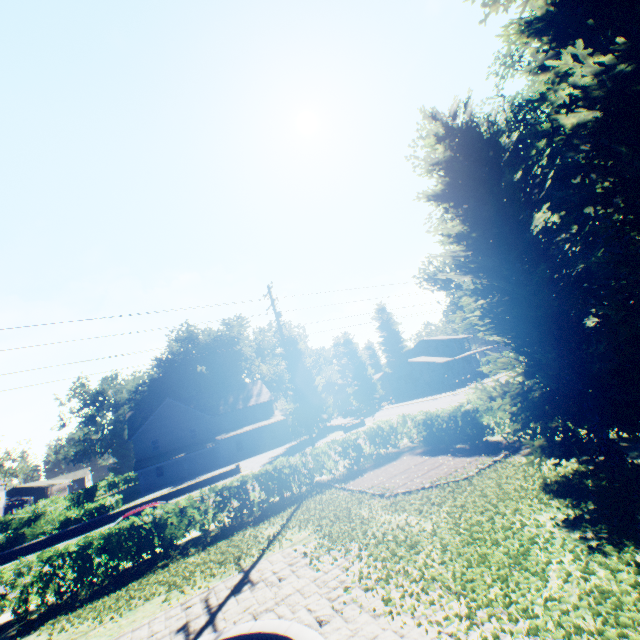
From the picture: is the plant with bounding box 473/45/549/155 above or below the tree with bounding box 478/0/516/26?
above

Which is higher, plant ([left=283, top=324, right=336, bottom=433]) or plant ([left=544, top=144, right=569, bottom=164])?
plant ([left=544, top=144, right=569, bottom=164])

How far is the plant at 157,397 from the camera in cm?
5788

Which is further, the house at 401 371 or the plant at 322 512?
the house at 401 371

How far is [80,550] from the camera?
11.7 meters

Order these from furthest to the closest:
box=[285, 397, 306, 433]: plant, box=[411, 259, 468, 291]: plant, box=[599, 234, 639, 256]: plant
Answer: box=[285, 397, 306, 433]: plant < box=[411, 259, 468, 291]: plant < box=[599, 234, 639, 256]: plant

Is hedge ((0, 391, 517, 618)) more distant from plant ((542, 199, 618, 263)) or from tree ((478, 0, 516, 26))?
plant ((542, 199, 618, 263))

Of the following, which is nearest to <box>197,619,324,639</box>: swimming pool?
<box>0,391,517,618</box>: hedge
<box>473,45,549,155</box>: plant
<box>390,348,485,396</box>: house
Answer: <box>473,45,549,155</box>: plant
